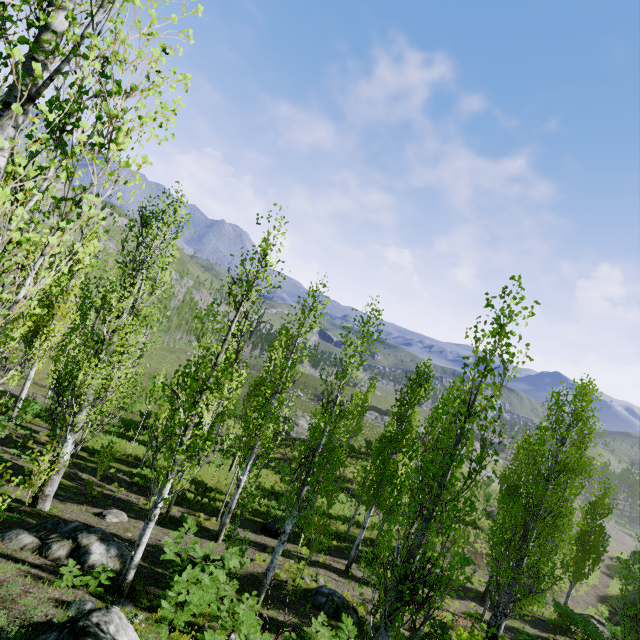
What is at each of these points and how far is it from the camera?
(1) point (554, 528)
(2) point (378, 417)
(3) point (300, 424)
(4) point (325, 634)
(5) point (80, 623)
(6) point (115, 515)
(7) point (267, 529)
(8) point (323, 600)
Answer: (1) instancedfoliageactor, 20.62m
(2) rock, 58.75m
(3) rock, 43.28m
(4) instancedfoliageactor, 7.92m
(5) rock, 5.07m
(6) rock, 13.63m
(7) rock, 18.50m
(8) rock, 12.30m

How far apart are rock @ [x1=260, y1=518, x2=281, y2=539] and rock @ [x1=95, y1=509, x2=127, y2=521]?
7.3 meters

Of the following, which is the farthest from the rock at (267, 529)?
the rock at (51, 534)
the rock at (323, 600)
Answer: the rock at (51, 534)

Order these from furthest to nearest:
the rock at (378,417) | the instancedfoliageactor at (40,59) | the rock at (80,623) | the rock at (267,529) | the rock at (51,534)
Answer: the rock at (378,417)
the rock at (267,529)
the rock at (51,534)
the rock at (80,623)
the instancedfoliageactor at (40,59)

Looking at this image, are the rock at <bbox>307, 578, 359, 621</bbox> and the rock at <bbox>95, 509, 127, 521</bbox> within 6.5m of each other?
no

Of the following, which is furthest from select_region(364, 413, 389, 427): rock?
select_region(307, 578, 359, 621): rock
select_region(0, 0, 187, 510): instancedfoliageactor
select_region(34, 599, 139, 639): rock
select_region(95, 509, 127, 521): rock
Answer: select_region(307, 578, 359, 621): rock

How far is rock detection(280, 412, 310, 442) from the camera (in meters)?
39.99

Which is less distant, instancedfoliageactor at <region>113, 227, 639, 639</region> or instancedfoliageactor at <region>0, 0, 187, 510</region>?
instancedfoliageactor at <region>0, 0, 187, 510</region>
